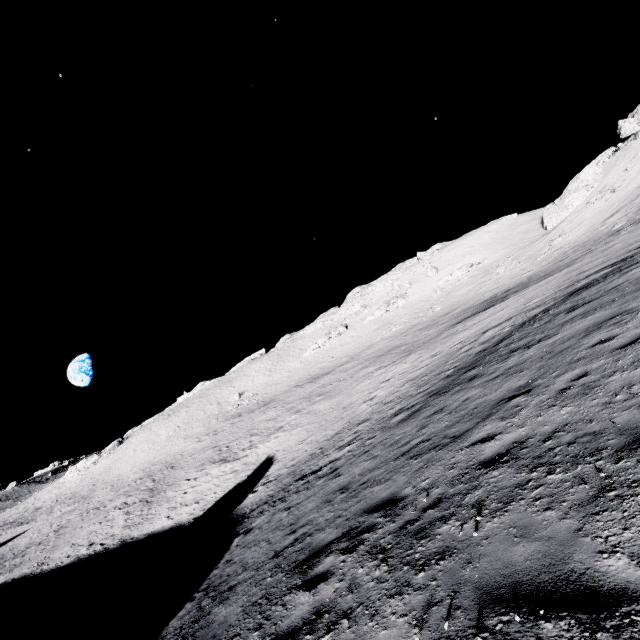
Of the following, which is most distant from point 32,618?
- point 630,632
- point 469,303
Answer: point 469,303
